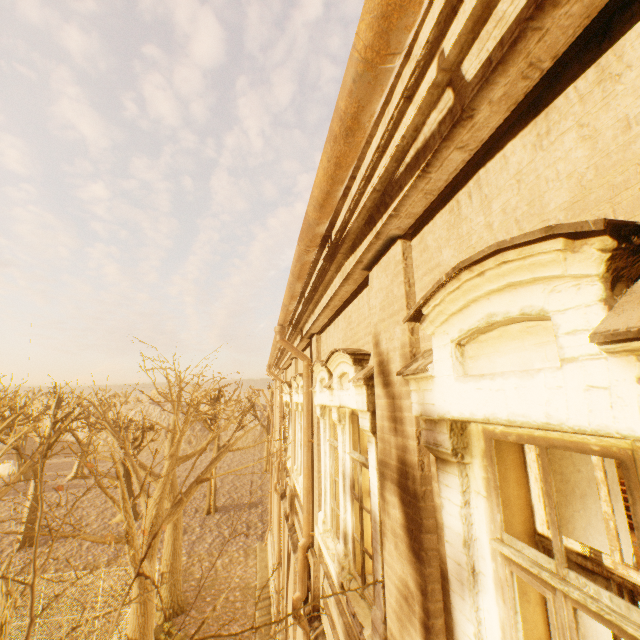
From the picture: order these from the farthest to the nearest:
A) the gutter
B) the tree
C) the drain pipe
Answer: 1. the drain pipe
2. the tree
3. the gutter

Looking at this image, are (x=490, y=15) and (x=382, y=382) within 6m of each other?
yes

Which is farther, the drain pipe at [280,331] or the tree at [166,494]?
the drain pipe at [280,331]

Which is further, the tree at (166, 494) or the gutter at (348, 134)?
the tree at (166, 494)

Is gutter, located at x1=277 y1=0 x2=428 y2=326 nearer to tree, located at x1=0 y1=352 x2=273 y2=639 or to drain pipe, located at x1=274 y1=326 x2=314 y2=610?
drain pipe, located at x1=274 y1=326 x2=314 y2=610

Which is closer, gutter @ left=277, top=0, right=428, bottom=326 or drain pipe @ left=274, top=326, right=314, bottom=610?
gutter @ left=277, top=0, right=428, bottom=326

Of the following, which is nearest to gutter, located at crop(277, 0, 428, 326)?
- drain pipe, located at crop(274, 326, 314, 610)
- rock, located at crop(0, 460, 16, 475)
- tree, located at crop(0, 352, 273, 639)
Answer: drain pipe, located at crop(274, 326, 314, 610)
